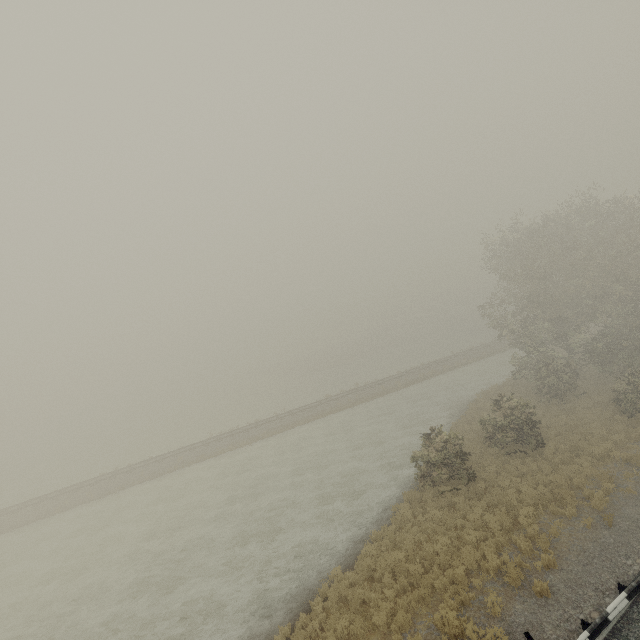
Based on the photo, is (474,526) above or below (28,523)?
above
